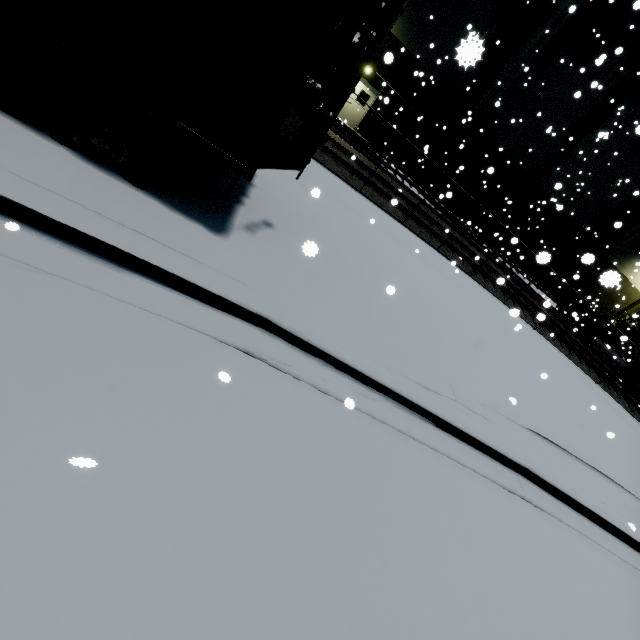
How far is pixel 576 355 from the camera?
15.3m

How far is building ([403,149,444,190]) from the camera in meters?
22.6 m

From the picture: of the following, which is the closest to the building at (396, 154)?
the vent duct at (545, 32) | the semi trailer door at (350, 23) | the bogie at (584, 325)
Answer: the vent duct at (545, 32)

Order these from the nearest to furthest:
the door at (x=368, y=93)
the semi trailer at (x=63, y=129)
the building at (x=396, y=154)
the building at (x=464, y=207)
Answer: the semi trailer at (x=63, y=129) → the door at (x=368, y=93) → the building at (x=396, y=154) → the building at (x=464, y=207)

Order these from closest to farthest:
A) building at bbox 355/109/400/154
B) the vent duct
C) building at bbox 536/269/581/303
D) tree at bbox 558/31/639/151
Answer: the vent duct < tree at bbox 558/31/639/151 < building at bbox 355/109/400/154 < building at bbox 536/269/581/303

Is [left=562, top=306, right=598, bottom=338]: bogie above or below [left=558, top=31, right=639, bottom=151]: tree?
below

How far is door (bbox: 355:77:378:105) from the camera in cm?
1975

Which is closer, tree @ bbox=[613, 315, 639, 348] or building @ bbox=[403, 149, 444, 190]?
building @ bbox=[403, 149, 444, 190]
